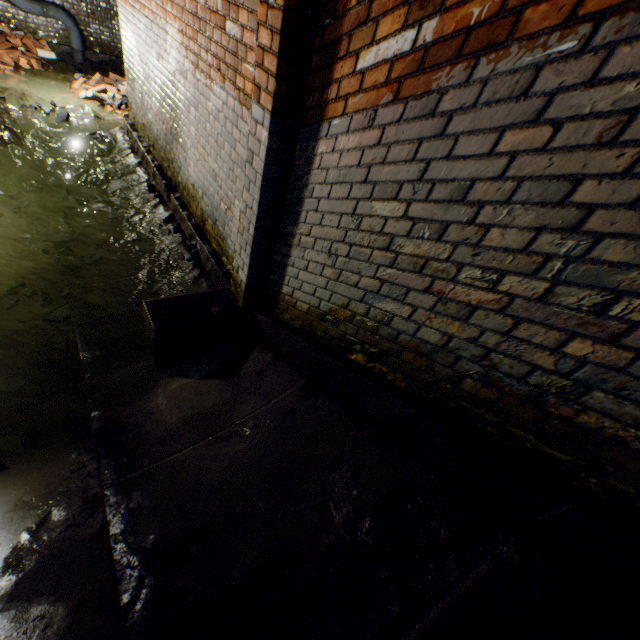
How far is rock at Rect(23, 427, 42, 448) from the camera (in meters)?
2.19

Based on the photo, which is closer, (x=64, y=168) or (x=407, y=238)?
(x=407, y=238)

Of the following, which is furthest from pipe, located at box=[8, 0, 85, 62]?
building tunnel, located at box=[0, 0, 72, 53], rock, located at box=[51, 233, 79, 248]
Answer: rock, located at box=[51, 233, 79, 248]

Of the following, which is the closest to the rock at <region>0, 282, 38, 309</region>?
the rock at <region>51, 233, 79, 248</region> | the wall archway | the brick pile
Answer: the rock at <region>51, 233, 79, 248</region>

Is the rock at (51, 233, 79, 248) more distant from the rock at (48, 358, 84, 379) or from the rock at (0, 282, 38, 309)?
the rock at (48, 358, 84, 379)

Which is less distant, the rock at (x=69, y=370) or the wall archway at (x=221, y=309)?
the wall archway at (x=221, y=309)

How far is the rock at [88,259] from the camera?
3.7 meters

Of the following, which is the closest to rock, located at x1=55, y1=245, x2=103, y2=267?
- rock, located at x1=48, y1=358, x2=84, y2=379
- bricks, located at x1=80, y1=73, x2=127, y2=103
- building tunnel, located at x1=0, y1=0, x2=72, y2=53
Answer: building tunnel, located at x1=0, y1=0, x2=72, y2=53
